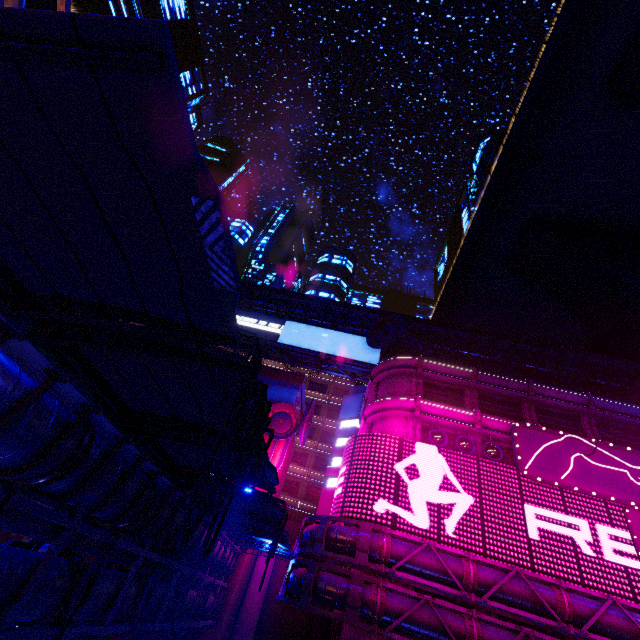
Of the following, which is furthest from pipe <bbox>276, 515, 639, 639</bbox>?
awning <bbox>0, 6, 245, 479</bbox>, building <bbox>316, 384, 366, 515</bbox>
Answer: building <bbox>316, 384, 366, 515</bbox>

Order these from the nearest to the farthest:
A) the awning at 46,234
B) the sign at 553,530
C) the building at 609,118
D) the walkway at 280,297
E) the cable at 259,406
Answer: the awning at 46,234 → the cable at 259,406 → the sign at 553,530 → the building at 609,118 → the walkway at 280,297

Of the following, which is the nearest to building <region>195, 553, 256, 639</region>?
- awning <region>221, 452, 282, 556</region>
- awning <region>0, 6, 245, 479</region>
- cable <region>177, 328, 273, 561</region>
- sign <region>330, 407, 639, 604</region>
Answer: sign <region>330, 407, 639, 604</region>

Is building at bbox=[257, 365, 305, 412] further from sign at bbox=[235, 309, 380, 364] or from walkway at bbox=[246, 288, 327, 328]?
sign at bbox=[235, 309, 380, 364]

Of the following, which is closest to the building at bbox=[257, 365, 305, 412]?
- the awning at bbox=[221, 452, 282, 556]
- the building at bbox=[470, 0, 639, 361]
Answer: the awning at bbox=[221, 452, 282, 556]

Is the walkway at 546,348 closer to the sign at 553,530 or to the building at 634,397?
the building at 634,397

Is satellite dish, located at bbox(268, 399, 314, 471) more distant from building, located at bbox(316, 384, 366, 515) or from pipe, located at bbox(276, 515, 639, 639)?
pipe, located at bbox(276, 515, 639, 639)

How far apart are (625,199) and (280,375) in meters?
52.8 m
